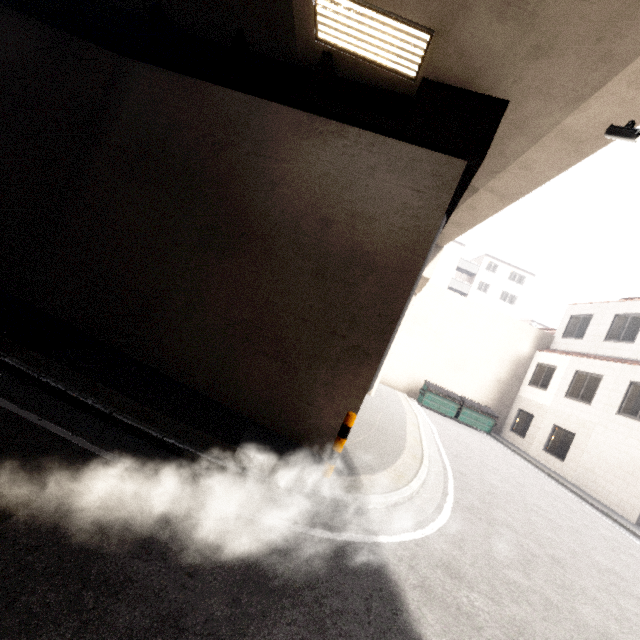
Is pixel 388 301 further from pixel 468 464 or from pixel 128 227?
pixel 468 464

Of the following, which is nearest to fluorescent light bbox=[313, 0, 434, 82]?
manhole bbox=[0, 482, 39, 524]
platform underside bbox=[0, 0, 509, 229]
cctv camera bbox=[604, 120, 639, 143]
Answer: platform underside bbox=[0, 0, 509, 229]

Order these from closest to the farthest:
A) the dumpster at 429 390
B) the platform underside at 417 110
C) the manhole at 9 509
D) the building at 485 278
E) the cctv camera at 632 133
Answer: the manhole at 9 509 < the cctv camera at 632 133 < the platform underside at 417 110 < the dumpster at 429 390 < the building at 485 278

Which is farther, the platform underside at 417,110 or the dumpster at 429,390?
the dumpster at 429,390

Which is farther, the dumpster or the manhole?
the dumpster

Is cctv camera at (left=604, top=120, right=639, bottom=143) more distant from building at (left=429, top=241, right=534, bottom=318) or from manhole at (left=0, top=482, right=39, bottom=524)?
building at (left=429, top=241, right=534, bottom=318)

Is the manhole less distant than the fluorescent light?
Yes

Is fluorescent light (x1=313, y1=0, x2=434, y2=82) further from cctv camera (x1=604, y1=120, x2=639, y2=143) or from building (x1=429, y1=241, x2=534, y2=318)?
building (x1=429, y1=241, x2=534, y2=318)
